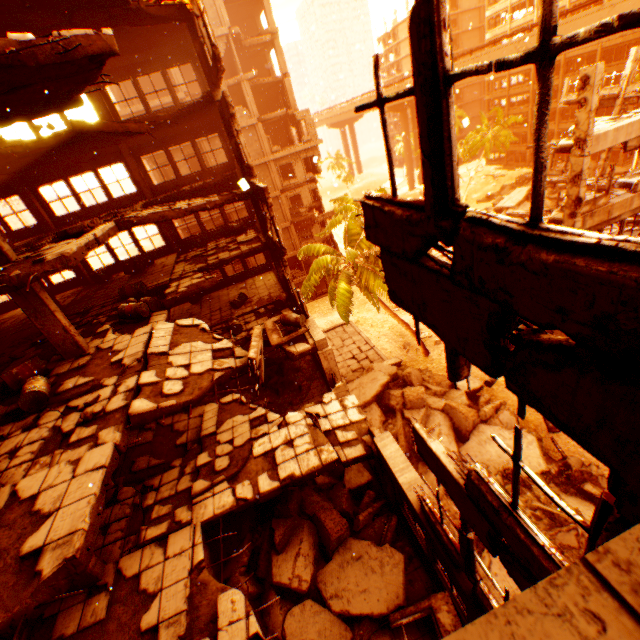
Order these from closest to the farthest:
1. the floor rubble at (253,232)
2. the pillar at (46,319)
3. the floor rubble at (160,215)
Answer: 1. the pillar at (46,319)
2. the floor rubble at (160,215)
3. the floor rubble at (253,232)

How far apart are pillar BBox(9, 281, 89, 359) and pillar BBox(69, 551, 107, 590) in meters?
4.6 m

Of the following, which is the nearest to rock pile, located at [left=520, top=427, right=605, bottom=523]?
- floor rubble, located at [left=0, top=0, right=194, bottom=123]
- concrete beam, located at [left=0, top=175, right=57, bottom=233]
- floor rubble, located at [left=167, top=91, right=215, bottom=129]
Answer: floor rubble, located at [left=0, top=0, right=194, bottom=123]

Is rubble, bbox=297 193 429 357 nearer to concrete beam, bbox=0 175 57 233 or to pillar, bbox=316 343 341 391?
pillar, bbox=316 343 341 391

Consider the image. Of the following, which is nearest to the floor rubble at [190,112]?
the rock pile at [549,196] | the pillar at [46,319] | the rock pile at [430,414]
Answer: the pillar at [46,319]

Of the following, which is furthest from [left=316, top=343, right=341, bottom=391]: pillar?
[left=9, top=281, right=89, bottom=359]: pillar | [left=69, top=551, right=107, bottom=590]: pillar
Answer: [left=69, top=551, right=107, bottom=590]: pillar

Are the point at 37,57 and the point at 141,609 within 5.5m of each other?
no

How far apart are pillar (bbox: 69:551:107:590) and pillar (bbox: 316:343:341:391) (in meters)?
8.09
